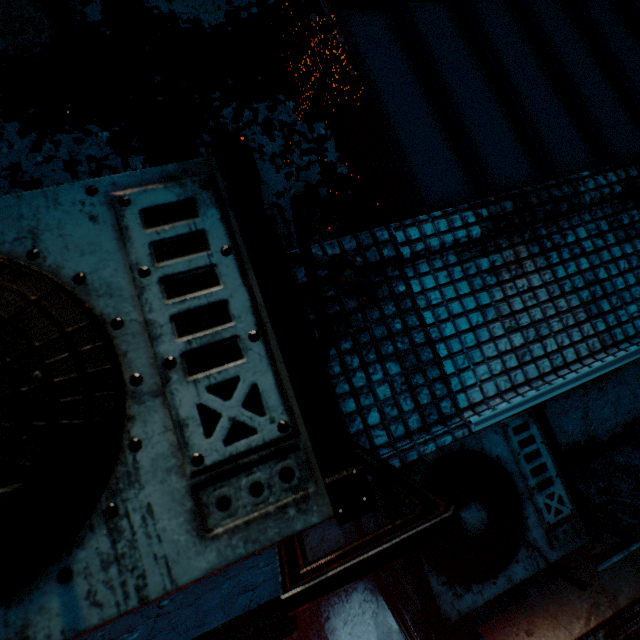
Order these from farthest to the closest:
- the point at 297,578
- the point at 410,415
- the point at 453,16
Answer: the point at 453,16 < the point at 410,415 < the point at 297,578

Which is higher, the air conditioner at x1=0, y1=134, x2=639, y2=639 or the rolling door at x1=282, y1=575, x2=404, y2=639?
the air conditioner at x1=0, y1=134, x2=639, y2=639

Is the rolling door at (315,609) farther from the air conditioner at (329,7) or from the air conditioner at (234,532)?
the air conditioner at (329,7)

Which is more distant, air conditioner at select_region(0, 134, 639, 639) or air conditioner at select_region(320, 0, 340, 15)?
air conditioner at select_region(320, 0, 340, 15)

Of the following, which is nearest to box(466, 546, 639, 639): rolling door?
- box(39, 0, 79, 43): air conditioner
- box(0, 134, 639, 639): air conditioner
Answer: box(0, 134, 639, 639): air conditioner

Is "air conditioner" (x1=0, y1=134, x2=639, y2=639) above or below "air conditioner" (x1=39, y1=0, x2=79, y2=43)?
below

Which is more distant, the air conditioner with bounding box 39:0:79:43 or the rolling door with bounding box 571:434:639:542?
the rolling door with bounding box 571:434:639:542

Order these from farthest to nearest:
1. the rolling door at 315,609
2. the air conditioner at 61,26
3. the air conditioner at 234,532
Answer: the rolling door at 315,609, the air conditioner at 61,26, the air conditioner at 234,532
